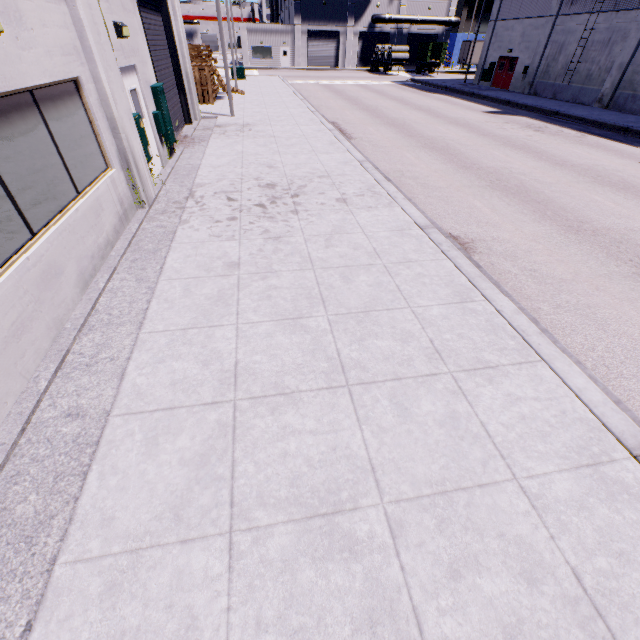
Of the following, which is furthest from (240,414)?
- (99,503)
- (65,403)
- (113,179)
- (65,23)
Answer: (65,23)

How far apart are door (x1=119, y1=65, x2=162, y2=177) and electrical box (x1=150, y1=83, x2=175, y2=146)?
0.8 meters

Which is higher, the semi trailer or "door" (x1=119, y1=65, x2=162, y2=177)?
the semi trailer

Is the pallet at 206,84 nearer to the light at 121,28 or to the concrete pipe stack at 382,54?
the light at 121,28

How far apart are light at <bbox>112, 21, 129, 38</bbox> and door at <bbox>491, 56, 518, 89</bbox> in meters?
34.6 m

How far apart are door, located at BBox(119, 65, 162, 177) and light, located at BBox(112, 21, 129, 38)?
0.46m

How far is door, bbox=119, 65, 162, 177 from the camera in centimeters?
768cm

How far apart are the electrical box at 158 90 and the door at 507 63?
33.15m
